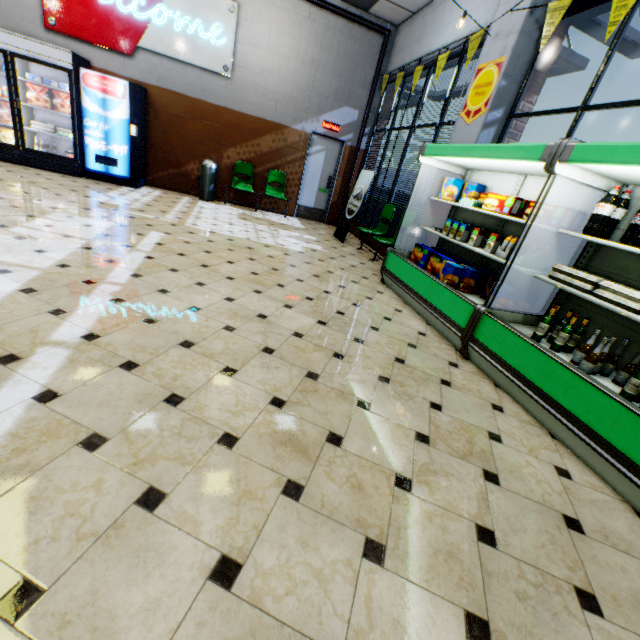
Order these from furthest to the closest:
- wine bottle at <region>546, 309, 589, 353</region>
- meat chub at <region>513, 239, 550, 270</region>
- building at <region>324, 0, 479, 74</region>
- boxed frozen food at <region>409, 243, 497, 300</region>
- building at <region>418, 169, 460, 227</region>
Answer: building at <region>324, 0, 479, 74</region> → building at <region>418, 169, 460, 227</region> → boxed frozen food at <region>409, 243, 497, 300</region> → meat chub at <region>513, 239, 550, 270</region> → wine bottle at <region>546, 309, 589, 353</region>

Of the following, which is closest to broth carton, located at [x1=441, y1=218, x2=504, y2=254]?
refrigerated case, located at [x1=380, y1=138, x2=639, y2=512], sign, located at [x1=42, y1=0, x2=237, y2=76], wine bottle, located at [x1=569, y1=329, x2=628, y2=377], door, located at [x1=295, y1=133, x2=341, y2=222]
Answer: refrigerated case, located at [x1=380, y1=138, x2=639, y2=512]

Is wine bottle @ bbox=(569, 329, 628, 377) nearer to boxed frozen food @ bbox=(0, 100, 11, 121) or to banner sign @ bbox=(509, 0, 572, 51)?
banner sign @ bbox=(509, 0, 572, 51)

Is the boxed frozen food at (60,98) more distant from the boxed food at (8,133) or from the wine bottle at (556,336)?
the wine bottle at (556,336)

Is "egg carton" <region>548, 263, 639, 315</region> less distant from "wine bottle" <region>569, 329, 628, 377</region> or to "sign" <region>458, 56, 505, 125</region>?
"wine bottle" <region>569, 329, 628, 377</region>

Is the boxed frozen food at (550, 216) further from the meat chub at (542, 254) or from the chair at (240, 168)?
the chair at (240, 168)

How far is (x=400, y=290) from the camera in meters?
4.7 m

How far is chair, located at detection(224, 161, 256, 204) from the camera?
8.4 meters
